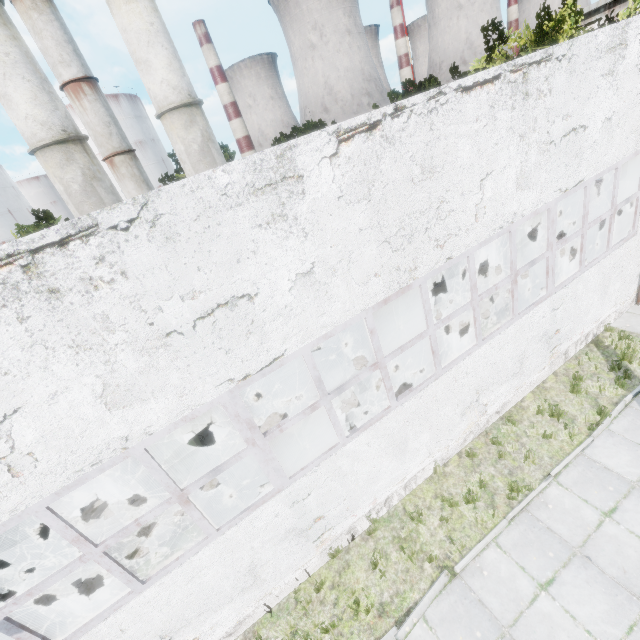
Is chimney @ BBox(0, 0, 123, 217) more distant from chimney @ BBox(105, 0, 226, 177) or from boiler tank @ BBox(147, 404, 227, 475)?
boiler tank @ BBox(147, 404, 227, 475)

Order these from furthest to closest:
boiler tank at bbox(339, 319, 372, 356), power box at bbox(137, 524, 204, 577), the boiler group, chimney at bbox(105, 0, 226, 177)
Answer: chimney at bbox(105, 0, 226, 177), boiler tank at bbox(339, 319, 372, 356), the boiler group, power box at bbox(137, 524, 204, 577)

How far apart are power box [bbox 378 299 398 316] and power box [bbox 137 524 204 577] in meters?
10.7 m

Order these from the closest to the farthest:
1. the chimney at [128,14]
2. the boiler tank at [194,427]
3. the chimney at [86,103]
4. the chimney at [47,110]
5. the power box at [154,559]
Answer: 1. the power box at [154,559]
2. the boiler tank at [194,427]
3. the chimney at [47,110]
4. the chimney at [128,14]
5. the chimney at [86,103]

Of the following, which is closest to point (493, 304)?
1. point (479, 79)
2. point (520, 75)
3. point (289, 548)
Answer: point (520, 75)

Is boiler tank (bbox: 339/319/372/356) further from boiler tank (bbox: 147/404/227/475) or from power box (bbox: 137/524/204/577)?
power box (bbox: 137/524/204/577)

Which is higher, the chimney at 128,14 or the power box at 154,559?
the chimney at 128,14

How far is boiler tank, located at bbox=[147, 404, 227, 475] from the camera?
10.2m
